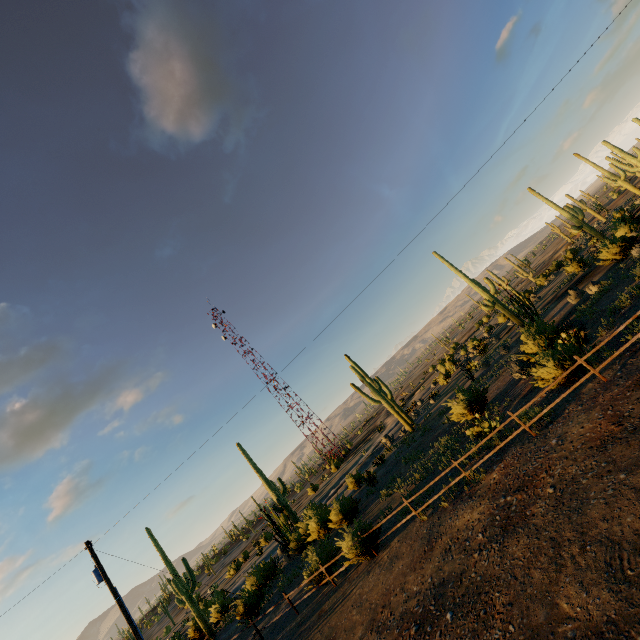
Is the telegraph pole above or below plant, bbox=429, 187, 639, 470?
above

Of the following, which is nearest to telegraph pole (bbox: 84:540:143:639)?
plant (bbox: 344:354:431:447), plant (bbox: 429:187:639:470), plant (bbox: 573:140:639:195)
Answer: plant (bbox: 344:354:431:447)

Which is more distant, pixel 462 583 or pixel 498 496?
pixel 498 496

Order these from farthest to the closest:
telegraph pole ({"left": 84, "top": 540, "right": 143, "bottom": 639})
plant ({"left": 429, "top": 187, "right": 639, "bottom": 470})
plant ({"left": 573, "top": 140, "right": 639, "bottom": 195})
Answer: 1. plant ({"left": 573, "top": 140, "right": 639, "bottom": 195})
2. telegraph pole ({"left": 84, "top": 540, "right": 143, "bottom": 639})
3. plant ({"left": 429, "top": 187, "right": 639, "bottom": 470})

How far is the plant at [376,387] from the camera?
27.75m

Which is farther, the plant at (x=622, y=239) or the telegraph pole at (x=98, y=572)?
the telegraph pole at (x=98, y=572)

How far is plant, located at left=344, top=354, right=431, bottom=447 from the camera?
27.75m

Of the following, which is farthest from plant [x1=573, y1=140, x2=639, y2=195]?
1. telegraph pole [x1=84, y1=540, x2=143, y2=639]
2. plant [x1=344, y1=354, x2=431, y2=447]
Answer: telegraph pole [x1=84, y1=540, x2=143, y2=639]
